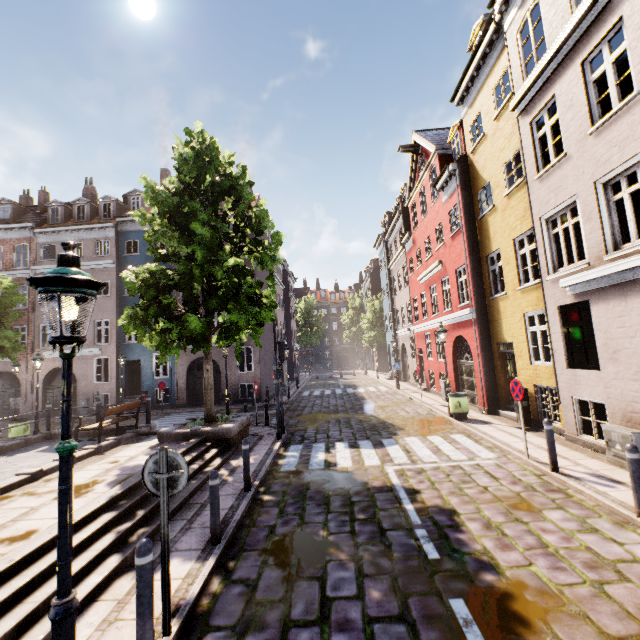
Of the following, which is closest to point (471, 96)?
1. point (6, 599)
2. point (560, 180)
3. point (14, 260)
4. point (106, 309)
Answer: point (560, 180)

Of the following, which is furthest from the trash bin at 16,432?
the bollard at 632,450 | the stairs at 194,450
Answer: the bollard at 632,450

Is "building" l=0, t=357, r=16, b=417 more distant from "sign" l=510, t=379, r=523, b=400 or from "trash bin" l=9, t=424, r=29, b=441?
"trash bin" l=9, t=424, r=29, b=441

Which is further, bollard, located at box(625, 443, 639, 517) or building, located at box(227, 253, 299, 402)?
building, located at box(227, 253, 299, 402)

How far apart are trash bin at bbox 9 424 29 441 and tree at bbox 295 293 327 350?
41.8 meters

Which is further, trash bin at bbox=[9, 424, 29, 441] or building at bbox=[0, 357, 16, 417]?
building at bbox=[0, 357, 16, 417]

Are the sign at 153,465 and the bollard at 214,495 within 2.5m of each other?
yes

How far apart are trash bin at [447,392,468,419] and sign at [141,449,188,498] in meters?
11.2 m
